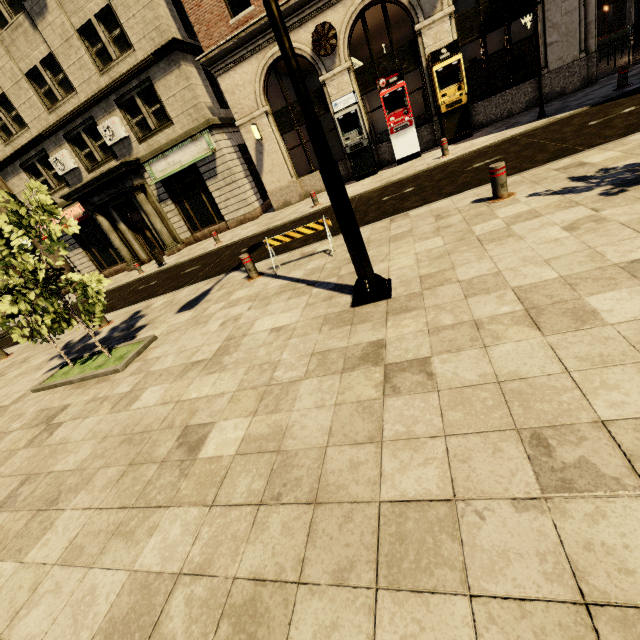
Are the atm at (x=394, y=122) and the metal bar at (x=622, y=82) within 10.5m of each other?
yes

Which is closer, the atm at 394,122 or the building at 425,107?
the building at 425,107

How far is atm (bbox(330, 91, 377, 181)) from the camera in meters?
12.9

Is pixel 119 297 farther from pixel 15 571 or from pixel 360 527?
pixel 360 527

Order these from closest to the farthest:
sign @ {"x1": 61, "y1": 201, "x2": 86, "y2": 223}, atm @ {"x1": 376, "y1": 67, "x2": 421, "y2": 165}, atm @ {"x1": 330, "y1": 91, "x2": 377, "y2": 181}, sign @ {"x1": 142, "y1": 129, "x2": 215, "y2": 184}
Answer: atm @ {"x1": 376, "y1": 67, "x2": 421, "y2": 165} → atm @ {"x1": 330, "y1": 91, "x2": 377, "y2": 181} → sign @ {"x1": 142, "y1": 129, "x2": 215, "y2": 184} → sign @ {"x1": 61, "y1": 201, "x2": 86, "y2": 223}

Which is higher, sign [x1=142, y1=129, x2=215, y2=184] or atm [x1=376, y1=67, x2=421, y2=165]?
sign [x1=142, y1=129, x2=215, y2=184]

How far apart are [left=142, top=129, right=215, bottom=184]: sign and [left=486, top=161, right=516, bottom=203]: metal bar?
14.3m

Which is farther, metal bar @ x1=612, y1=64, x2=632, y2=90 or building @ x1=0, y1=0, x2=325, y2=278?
building @ x1=0, y1=0, x2=325, y2=278
